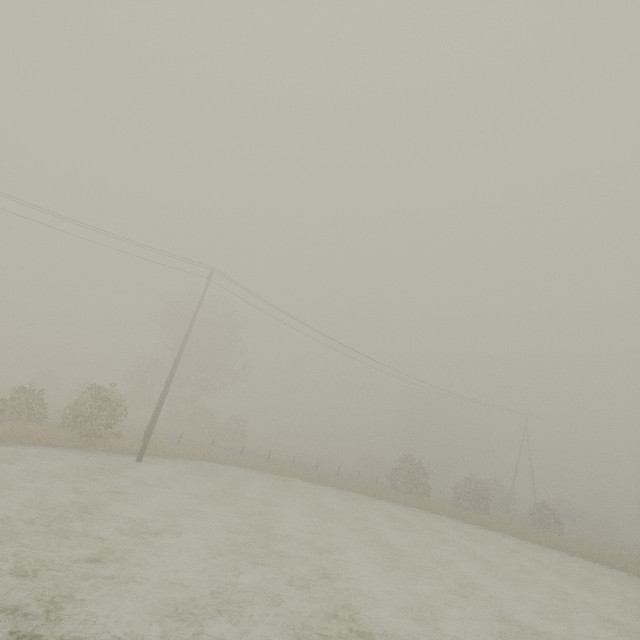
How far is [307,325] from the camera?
24.70m

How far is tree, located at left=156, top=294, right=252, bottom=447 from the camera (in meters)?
39.31

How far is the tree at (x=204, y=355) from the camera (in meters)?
39.31
